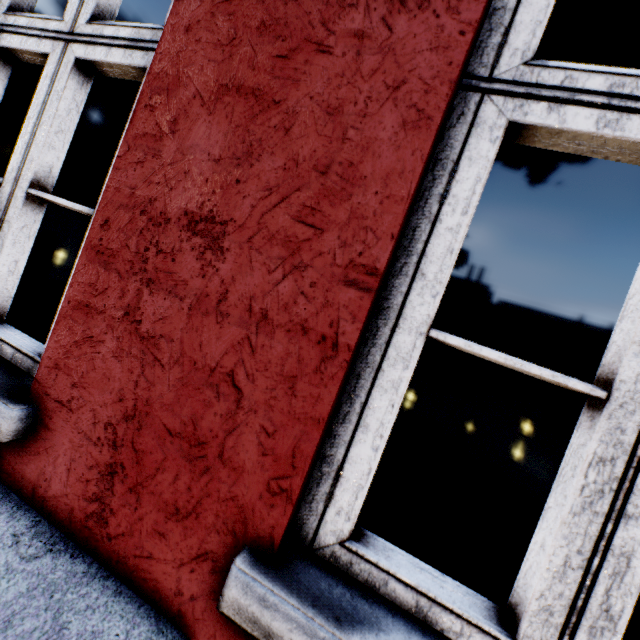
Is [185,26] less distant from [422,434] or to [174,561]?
[174,561]
